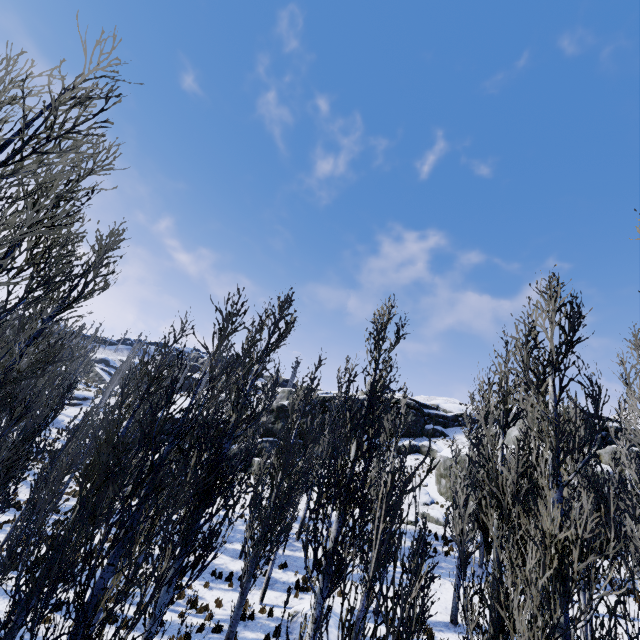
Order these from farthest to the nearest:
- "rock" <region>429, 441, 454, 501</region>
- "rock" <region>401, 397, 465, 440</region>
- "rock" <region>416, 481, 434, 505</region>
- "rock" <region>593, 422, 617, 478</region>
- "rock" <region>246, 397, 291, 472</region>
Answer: "rock" <region>401, 397, 465, 440</region> → "rock" <region>246, 397, 291, 472</region> → "rock" <region>429, 441, 454, 501</region> → "rock" <region>416, 481, 434, 505</region> → "rock" <region>593, 422, 617, 478</region>

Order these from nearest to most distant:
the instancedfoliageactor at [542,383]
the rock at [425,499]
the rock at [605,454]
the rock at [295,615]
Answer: the instancedfoliageactor at [542,383] < the rock at [295,615] < the rock at [605,454] < the rock at [425,499]

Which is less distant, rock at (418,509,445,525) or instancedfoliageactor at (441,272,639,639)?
instancedfoliageactor at (441,272,639,639)

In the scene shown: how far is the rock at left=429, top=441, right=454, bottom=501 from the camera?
27.20m

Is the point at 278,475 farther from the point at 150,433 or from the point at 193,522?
the point at 150,433

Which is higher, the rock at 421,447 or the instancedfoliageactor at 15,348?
the rock at 421,447
